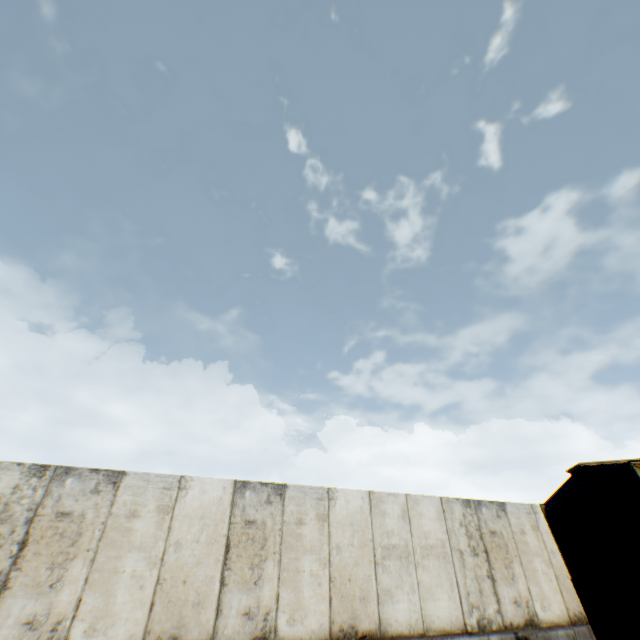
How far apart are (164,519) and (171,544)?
0.50m
